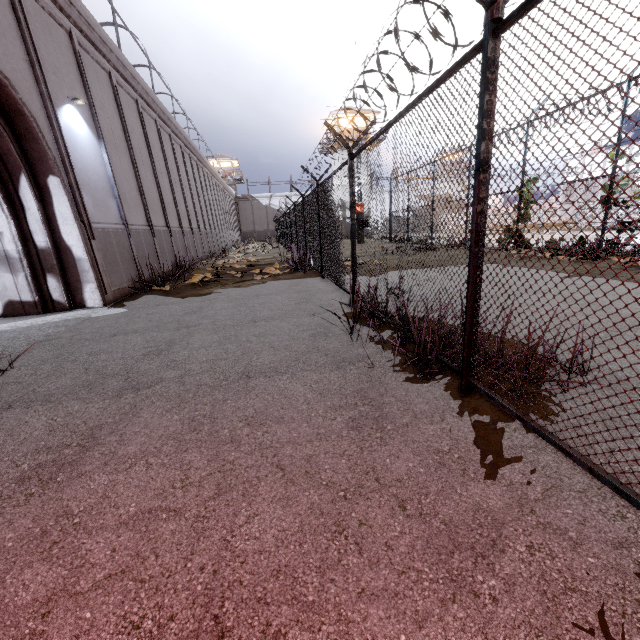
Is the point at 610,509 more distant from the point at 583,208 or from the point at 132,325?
the point at 583,208
